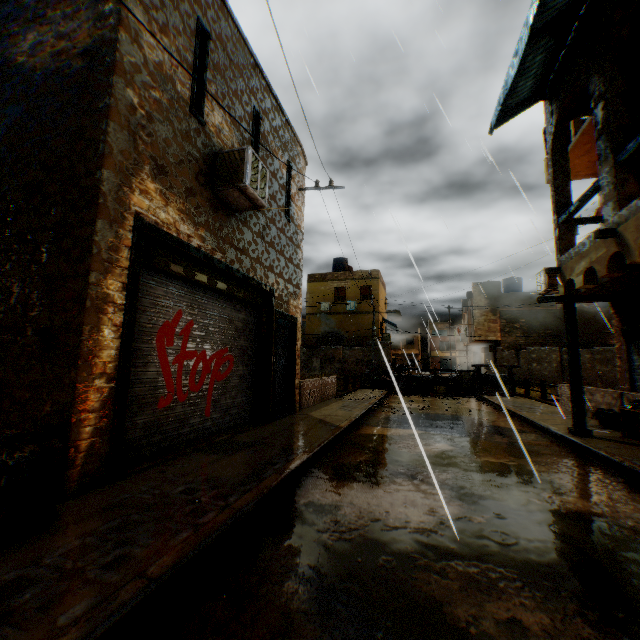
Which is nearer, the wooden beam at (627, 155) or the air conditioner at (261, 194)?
the wooden beam at (627, 155)

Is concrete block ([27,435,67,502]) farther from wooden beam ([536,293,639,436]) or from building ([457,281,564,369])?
wooden beam ([536,293,639,436])

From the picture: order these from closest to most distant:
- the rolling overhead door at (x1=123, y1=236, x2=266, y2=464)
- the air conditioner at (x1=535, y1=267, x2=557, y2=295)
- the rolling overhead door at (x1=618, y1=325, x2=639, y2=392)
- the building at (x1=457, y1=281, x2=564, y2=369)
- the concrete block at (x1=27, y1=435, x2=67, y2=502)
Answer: the concrete block at (x1=27, y1=435, x2=67, y2=502), the rolling overhead door at (x1=123, y1=236, x2=266, y2=464), the rolling overhead door at (x1=618, y1=325, x2=639, y2=392), the air conditioner at (x1=535, y1=267, x2=557, y2=295), the building at (x1=457, y1=281, x2=564, y2=369)

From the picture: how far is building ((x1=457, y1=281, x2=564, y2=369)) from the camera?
25.0m

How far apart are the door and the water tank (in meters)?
27.50

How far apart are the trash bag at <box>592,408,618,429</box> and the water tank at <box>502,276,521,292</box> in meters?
24.9 m

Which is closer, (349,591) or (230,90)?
(349,591)

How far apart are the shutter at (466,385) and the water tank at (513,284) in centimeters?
1572cm
